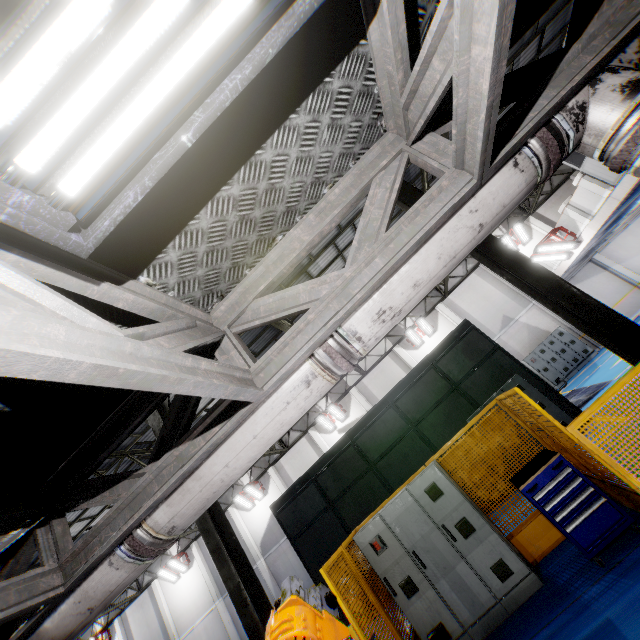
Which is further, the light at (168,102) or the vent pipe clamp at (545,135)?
the vent pipe clamp at (545,135)

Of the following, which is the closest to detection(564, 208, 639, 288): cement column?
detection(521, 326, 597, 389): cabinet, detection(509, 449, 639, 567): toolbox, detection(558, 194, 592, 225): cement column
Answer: detection(521, 326, 597, 389): cabinet

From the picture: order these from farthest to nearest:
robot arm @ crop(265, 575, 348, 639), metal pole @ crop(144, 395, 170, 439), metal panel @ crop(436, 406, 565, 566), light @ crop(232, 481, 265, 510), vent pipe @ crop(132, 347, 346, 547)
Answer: light @ crop(232, 481, 265, 510), metal pole @ crop(144, 395, 170, 439), metal panel @ crop(436, 406, 565, 566), vent pipe @ crop(132, 347, 346, 547), robot arm @ crop(265, 575, 348, 639)

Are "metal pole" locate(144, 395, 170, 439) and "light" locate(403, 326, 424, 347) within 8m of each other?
no

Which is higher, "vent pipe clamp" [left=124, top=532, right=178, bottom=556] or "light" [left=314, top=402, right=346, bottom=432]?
"light" [left=314, top=402, right=346, bottom=432]

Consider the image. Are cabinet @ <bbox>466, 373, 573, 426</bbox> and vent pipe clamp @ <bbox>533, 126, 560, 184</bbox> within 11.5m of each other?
yes

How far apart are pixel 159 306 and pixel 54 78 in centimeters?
114cm

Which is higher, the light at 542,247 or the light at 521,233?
the light at 521,233
